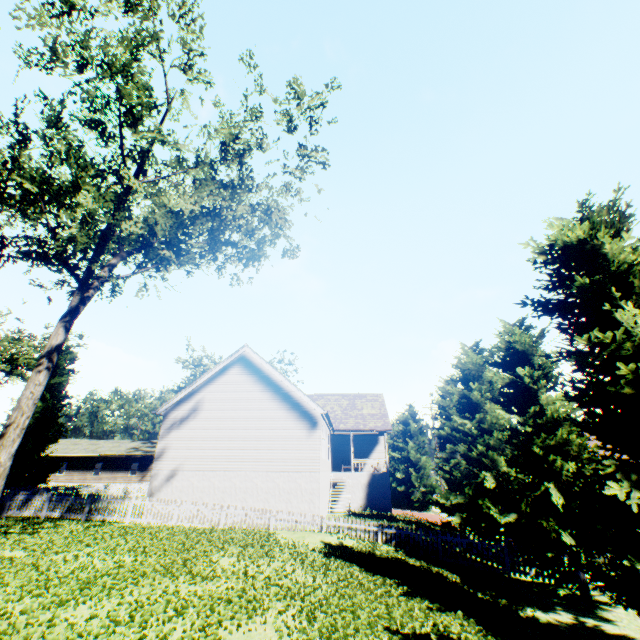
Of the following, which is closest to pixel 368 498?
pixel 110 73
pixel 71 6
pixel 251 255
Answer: pixel 251 255

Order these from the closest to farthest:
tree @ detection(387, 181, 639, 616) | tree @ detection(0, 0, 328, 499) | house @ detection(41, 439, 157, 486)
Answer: tree @ detection(387, 181, 639, 616) → tree @ detection(0, 0, 328, 499) → house @ detection(41, 439, 157, 486)

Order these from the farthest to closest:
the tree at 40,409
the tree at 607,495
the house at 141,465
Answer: the house at 141,465 < the tree at 40,409 < the tree at 607,495

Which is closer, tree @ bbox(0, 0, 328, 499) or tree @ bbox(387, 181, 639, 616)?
tree @ bbox(387, 181, 639, 616)

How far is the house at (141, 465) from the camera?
41.2 meters

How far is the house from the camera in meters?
41.2

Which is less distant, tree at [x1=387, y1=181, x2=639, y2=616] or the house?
tree at [x1=387, y1=181, x2=639, y2=616]
